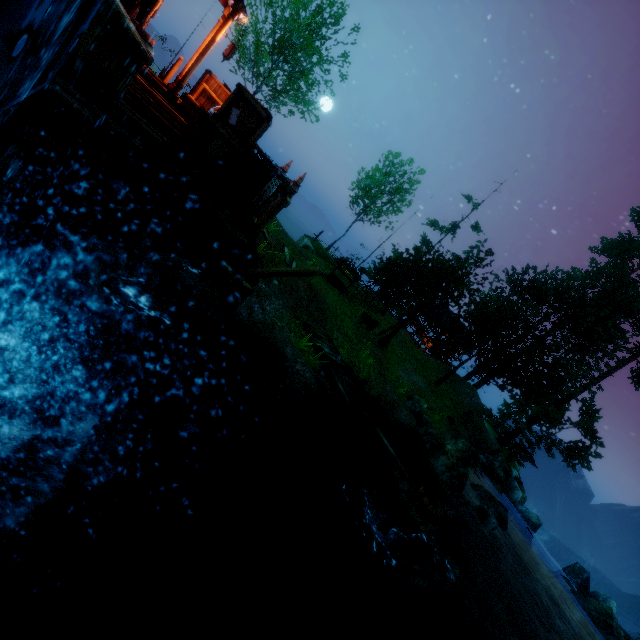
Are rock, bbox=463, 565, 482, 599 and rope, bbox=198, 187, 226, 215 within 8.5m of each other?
no

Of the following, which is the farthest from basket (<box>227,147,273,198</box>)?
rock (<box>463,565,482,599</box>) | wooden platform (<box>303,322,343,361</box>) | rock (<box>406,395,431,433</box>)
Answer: rock (<box>463,565,482,599</box>)

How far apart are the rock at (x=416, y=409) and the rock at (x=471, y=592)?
4.8m

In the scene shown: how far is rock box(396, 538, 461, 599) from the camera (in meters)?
8.41

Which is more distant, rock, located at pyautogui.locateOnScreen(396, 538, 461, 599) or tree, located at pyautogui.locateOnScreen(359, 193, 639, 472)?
tree, located at pyautogui.locateOnScreen(359, 193, 639, 472)

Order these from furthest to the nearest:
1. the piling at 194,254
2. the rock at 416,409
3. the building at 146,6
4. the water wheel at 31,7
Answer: the rock at 416,409 → the piling at 194,254 → the building at 146,6 → the water wheel at 31,7

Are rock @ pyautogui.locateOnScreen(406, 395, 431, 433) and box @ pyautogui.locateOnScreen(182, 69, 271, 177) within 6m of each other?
no

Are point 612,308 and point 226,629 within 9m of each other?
no
